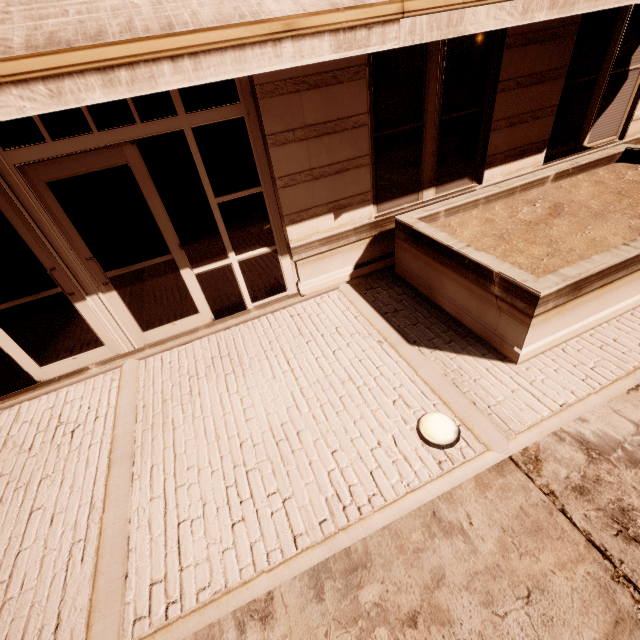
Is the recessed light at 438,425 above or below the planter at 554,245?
below

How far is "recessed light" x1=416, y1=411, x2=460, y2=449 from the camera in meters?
3.0

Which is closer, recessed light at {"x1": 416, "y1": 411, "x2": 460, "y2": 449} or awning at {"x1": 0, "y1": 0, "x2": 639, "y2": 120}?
awning at {"x1": 0, "y1": 0, "x2": 639, "y2": 120}

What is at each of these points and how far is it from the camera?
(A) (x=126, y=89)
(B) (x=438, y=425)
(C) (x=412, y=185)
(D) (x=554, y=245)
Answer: (A) awning, 2.0 meters
(B) recessed light, 3.1 meters
(C) building, 5.2 meters
(D) planter, 4.1 meters

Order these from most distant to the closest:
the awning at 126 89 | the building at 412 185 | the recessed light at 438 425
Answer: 1. the building at 412 185
2. the recessed light at 438 425
3. the awning at 126 89

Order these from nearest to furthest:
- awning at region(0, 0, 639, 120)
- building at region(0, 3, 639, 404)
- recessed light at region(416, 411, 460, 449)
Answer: awning at region(0, 0, 639, 120), recessed light at region(416, 411, 460, 449), building at region(0, 3, 639, 404)

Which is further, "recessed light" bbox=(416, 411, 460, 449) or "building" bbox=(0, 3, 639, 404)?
"building" bbox=(0, 3, 639, 404)

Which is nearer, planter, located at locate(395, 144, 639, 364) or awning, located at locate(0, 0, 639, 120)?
awning, located at locate(0, 0, 639, 120)
